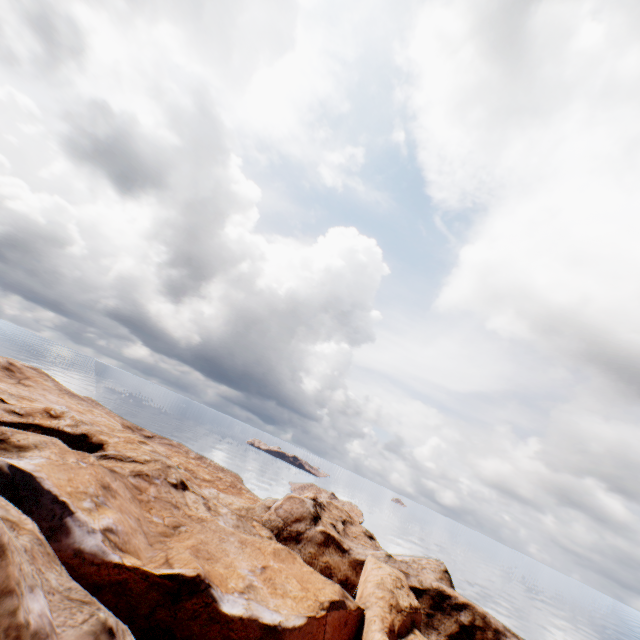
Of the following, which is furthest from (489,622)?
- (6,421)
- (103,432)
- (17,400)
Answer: (17,400)
